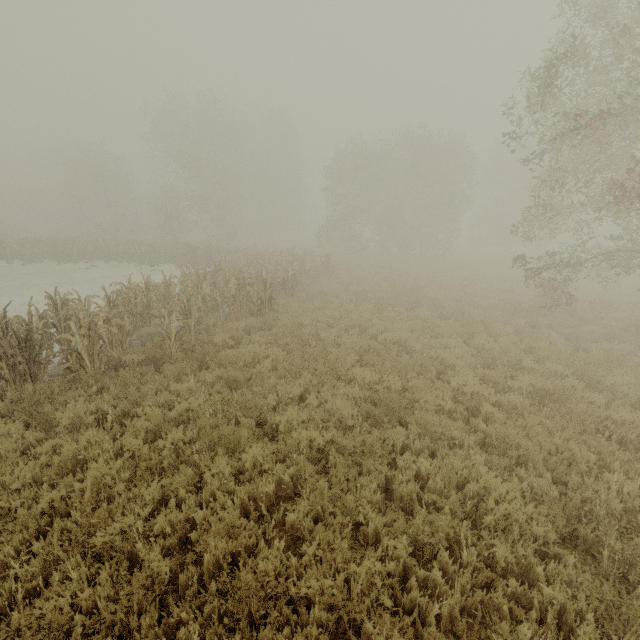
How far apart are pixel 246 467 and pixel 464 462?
3.48m
